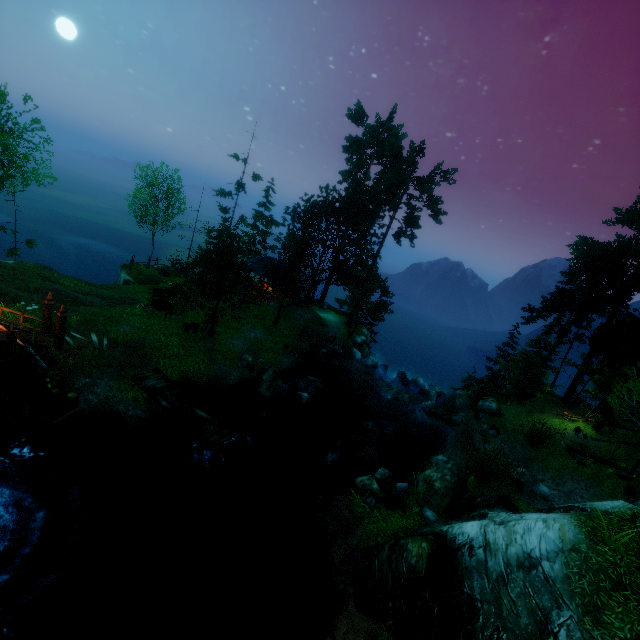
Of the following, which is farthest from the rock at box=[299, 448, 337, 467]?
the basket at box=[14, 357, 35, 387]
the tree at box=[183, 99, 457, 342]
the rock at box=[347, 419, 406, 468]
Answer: the basket at box=[14, 357, 35, 387]

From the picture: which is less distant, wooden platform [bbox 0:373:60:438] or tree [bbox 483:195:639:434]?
wooden platform [bbox 0:373:60:438]

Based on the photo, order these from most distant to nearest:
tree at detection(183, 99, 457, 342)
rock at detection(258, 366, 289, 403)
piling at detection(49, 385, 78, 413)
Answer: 1. tree at detection(183, 99, 457, 342)
2. rock at detection(258, 366, 289, 403)
3. piling at detection(49, 385, 78, 413)

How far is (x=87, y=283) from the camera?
27.0 meters

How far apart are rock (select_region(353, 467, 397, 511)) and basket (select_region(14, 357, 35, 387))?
14.4m

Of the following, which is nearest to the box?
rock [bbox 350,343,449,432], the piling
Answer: the piling

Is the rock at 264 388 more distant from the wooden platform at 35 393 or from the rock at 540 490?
the rock at 540 490

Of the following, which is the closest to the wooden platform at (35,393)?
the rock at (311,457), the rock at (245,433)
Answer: the rock at (245,433)
